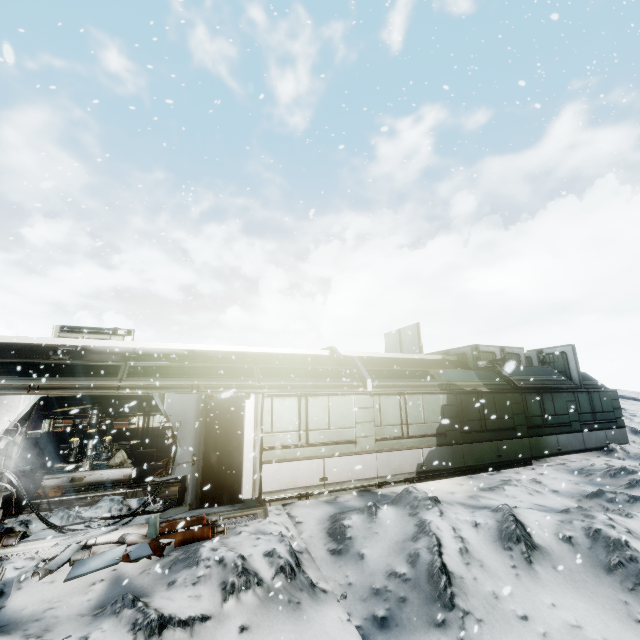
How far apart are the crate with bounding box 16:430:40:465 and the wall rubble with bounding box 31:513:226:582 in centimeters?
1084cm

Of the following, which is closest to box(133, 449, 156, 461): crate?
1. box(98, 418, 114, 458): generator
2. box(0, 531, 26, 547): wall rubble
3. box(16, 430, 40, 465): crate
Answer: box(98, 418, 114, 458): generator

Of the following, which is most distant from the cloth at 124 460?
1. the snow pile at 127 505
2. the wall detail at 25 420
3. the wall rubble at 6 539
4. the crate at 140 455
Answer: the wall rubble at 6 539

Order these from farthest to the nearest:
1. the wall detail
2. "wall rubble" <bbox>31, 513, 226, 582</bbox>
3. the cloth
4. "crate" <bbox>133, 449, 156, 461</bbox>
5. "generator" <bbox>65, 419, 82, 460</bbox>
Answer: → "crate" <bbox>133, 449, 156, 461</bbox> → the cloth → "generator" <bbox>65, 419, 82, 460</bbox> → the wall detail → "wall rubble" <bbox>31, 513, 226, 582</bbox>

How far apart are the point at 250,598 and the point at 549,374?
14.7m

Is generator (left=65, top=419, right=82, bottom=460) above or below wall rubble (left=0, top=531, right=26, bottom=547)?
above

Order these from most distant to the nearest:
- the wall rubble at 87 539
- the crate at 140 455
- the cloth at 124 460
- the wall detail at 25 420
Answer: the crate at 140 455
the cloth at 124 460
the wall detail at 25 420
the wall rubble at 87 539

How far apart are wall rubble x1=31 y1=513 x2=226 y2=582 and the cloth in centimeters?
734cm
